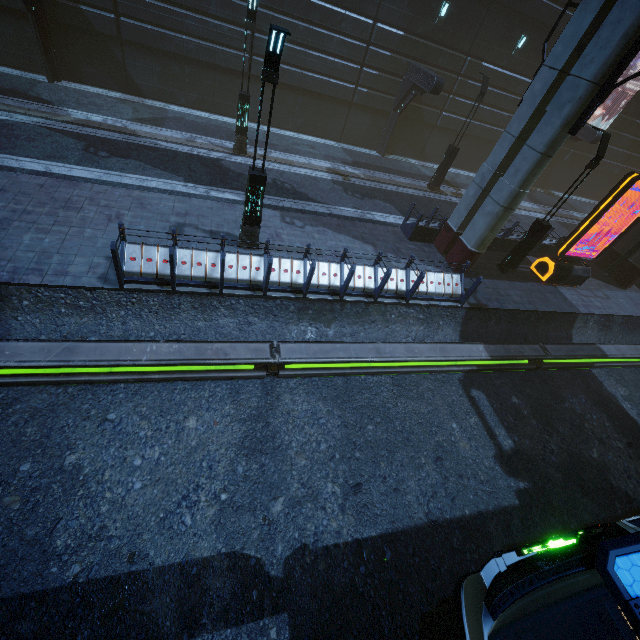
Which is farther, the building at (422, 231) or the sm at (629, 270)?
the sm at (629, 270)

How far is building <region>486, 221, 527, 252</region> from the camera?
15.0m

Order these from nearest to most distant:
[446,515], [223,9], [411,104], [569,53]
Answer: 1. [446,515]
2. [569,53]
3. [223,9]
4. [411,104]

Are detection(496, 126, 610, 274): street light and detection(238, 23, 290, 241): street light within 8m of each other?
no

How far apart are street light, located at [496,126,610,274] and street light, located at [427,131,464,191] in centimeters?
667cm

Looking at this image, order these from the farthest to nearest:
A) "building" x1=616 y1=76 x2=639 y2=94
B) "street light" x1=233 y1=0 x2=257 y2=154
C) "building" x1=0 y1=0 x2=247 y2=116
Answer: "building" x1=616 y1=76 x2=639 y2=94
"building" x1=0 y1=0 x2=247 y2=116
"street light" x1=233 y1=0 x2=257 y2=154

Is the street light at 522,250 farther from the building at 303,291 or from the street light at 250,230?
the street light at 250,230

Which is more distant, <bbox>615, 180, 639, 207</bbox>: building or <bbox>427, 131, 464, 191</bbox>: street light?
<bbox>615, 180, 639, 207</bbox>: building
